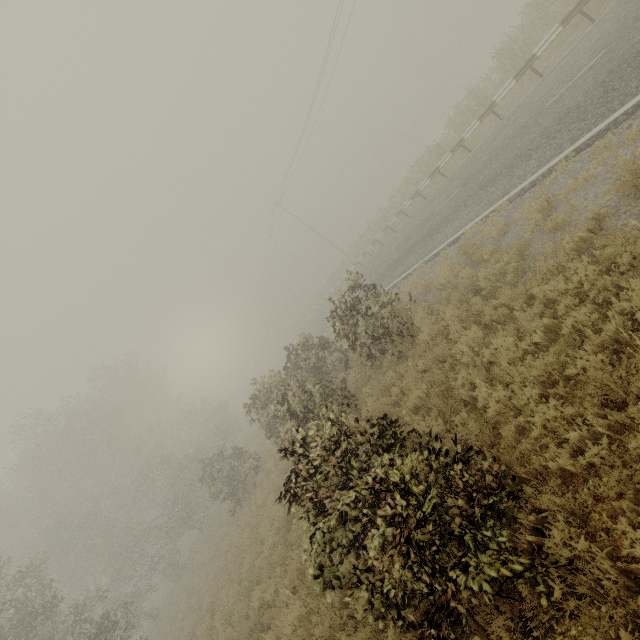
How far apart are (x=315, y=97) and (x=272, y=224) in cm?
1986
